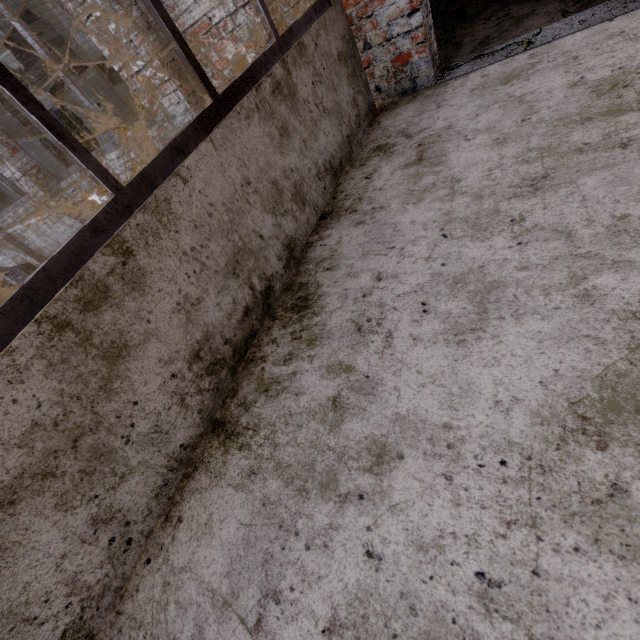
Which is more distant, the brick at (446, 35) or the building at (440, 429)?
the brick at (446, 35)

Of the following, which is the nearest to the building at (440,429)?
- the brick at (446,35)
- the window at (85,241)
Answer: the window at (85,241)

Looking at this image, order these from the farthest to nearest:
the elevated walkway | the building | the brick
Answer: the brick → the elevated walkway → the building

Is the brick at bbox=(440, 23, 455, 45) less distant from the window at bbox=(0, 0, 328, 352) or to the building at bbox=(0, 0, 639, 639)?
the building at bbox=(0, 0, 639, 639)

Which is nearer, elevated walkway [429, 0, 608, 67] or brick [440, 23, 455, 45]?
elevated walkway [429, 0, 608, 67]

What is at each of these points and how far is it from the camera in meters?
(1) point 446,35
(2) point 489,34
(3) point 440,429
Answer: (1) brick, 3.0 m
(2) elevated walkway, 2.7 m
(3) building, 1.0 m

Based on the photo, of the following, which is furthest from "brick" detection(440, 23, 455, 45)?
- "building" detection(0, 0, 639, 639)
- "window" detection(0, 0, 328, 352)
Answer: "window" detection(0, 0, 328, 352)

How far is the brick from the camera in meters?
3.0
